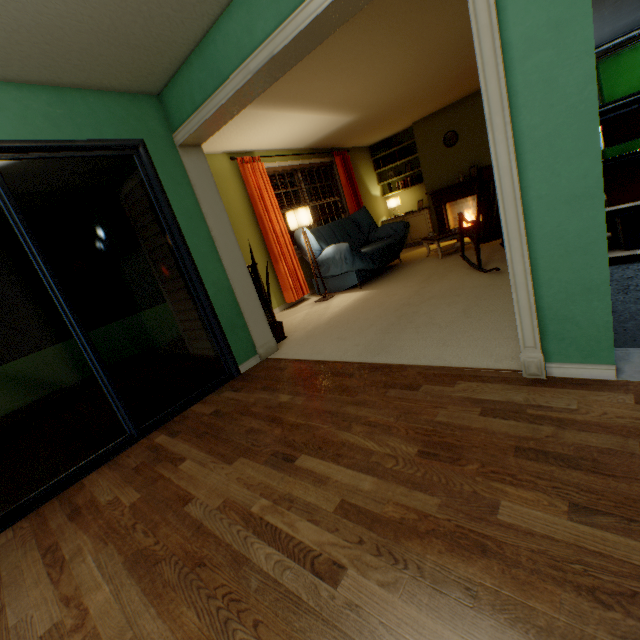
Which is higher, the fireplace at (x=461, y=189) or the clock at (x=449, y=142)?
the clock at (x=449, y=142)

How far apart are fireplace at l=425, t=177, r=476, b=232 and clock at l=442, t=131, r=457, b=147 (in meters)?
0.69

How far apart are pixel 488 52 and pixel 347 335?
2.3m

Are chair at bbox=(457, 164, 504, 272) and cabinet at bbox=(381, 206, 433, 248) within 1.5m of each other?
no

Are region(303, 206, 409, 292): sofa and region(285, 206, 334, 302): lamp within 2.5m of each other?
yes

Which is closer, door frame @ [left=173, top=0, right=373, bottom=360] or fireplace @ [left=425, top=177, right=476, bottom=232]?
door frame @ [left=173, top=0, right=373, bottom=360]

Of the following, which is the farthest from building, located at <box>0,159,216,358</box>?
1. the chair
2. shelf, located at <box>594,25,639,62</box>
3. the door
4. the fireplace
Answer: the fireplace

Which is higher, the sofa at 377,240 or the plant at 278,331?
the sofa at 377,240
